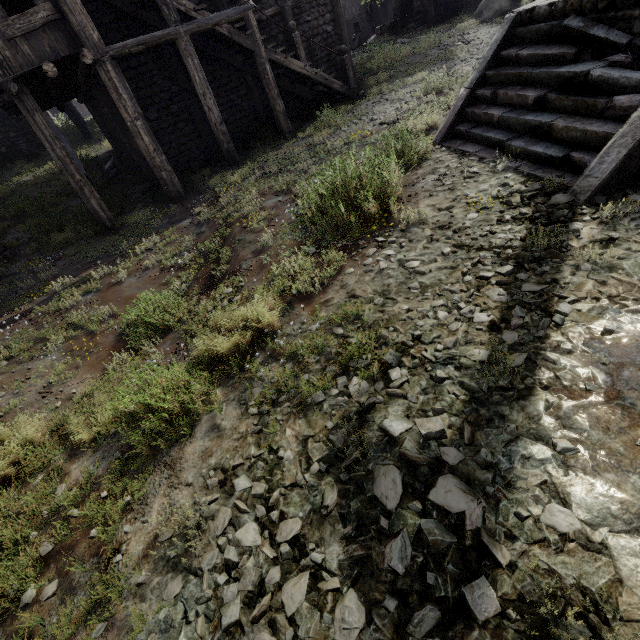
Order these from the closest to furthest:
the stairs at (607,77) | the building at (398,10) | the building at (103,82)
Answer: the stairs at (607,77)
the building at (103,82)
the building at (398,10)

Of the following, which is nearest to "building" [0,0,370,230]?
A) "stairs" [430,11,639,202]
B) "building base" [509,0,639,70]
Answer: "building base" [509,0,639,70]

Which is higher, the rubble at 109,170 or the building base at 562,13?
the building base at 562,13

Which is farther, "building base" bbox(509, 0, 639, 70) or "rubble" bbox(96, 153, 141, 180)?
"rubble" bbox(96, 153, 141, 180)

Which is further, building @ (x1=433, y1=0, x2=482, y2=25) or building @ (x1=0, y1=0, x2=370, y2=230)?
building @ (x1=433, y1=0, x2=482, y2=25)

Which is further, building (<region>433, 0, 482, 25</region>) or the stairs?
building (<region>433, 0, 482, 25</region>)

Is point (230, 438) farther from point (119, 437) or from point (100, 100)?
point (100, 100)

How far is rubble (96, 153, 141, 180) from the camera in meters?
13.8
